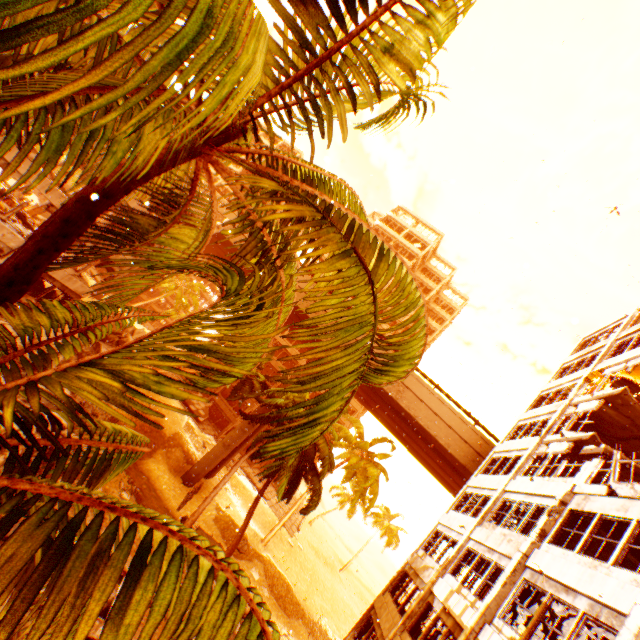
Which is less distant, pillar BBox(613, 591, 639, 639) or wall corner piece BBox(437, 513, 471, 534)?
pillar BBox(613, 591, 639, 639)

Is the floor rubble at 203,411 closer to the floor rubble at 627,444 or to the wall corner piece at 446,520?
the wall corner piece at 446,520

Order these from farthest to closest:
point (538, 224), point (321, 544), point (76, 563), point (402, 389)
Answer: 1. point (321, 544)
2. point (402, 389)
3. point (538, 224)
4. point (76, 563)

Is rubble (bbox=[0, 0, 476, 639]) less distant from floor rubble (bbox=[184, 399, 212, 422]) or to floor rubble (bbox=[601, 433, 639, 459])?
floor rubble (bbox=[601, 433, 639, 459])

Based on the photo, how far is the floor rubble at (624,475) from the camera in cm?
1264

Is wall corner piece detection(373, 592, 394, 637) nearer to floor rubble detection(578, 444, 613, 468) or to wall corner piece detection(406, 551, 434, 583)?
wall corner piece detection(406, 551, 434, 583)

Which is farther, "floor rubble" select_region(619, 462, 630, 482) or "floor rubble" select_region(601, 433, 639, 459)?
"floor rubble" select_region(601, 433, 639, 459)

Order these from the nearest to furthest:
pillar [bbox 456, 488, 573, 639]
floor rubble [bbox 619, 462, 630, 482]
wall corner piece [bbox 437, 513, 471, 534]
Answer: pillar [bbox 456, 488, 573, 639] → floor rubble [bbox 619, 462, 630, 482] → wall corner piece [bbox 437, 513, 471, 534]
